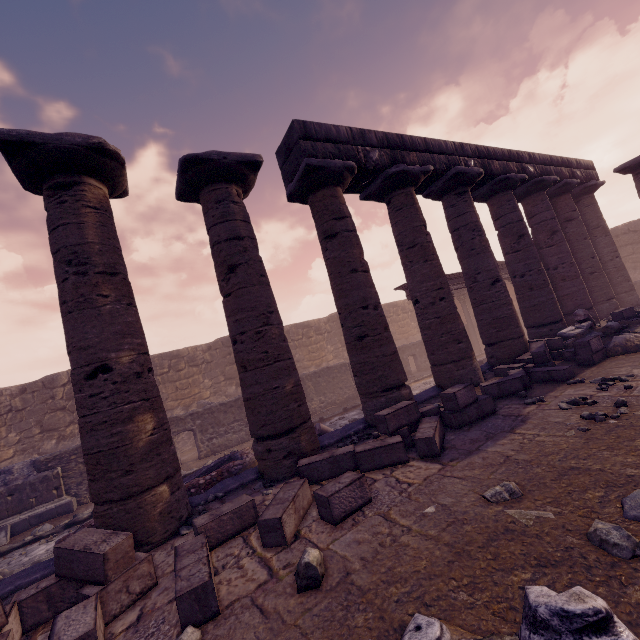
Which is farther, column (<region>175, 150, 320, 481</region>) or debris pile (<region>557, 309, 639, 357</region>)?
debris pile (<region>557, 309, 639, 357</region>)

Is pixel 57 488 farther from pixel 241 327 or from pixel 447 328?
pixel 447 328

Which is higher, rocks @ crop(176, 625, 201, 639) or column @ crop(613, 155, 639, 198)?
column @ crop(613, 155, 639, 198)

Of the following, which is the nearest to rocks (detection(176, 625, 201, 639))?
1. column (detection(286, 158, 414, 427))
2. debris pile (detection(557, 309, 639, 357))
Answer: column (detection(286, 158, 414, 427))

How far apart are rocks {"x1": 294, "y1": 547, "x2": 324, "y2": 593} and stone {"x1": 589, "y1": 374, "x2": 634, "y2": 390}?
4.9m

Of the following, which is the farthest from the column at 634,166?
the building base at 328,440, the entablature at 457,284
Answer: the entablature at 457,284

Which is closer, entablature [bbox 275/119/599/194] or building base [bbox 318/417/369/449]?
building base [bbox 318/417/369/449]

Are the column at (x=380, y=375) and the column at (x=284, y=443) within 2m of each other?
yes
